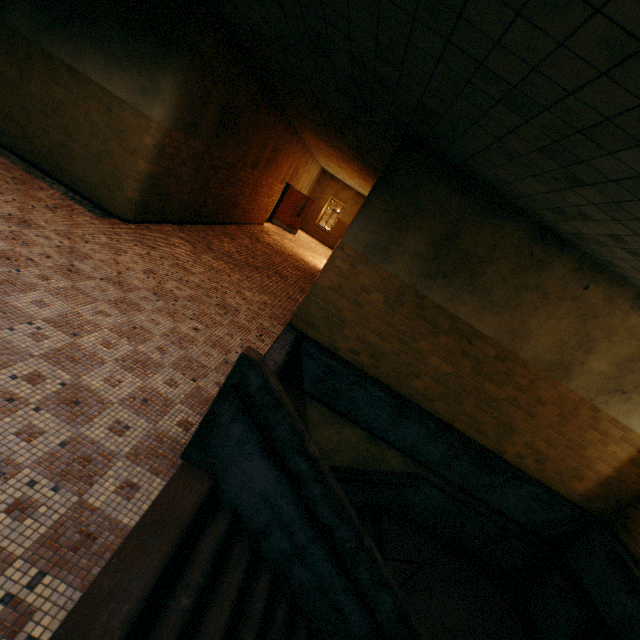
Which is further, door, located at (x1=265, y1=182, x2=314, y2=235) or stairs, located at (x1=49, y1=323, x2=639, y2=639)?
door, located at (x1=265, y1=182, x2=314, y2=235)

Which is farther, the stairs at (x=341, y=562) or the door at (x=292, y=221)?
the door at (x=292, y=221)

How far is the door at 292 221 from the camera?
16.3 meters

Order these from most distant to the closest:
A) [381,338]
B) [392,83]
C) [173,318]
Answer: [381,338] → [173,318] → [392,83]

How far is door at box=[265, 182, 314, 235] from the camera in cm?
1630
